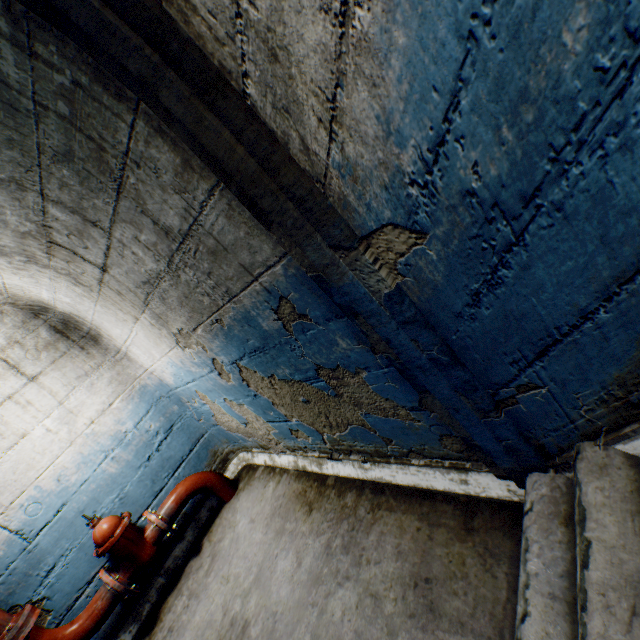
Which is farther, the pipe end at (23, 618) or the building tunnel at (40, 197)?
the pipe end at (23, 618)

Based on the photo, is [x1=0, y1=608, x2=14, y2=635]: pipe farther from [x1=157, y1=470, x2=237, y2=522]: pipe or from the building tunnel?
[x1=157, y1=470, x2=237, y2=522]: pipe

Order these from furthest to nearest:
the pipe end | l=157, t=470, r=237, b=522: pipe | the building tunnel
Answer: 1. l=157, t=470, r=237, b=522: pipe
2. the pipe end
3. the building tunnel

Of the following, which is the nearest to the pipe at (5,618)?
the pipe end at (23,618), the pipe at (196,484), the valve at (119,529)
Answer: the pipe end at (23,618)

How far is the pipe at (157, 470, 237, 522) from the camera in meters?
3.2 m

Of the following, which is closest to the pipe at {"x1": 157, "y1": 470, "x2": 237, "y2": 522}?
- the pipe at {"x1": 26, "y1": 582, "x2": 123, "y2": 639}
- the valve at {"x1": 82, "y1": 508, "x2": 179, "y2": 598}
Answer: the valve at {"x1": 82, "y1": 508, "x2": 179, "y2": 598}

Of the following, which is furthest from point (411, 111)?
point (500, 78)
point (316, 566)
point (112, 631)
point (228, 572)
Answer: point (112, 631)
